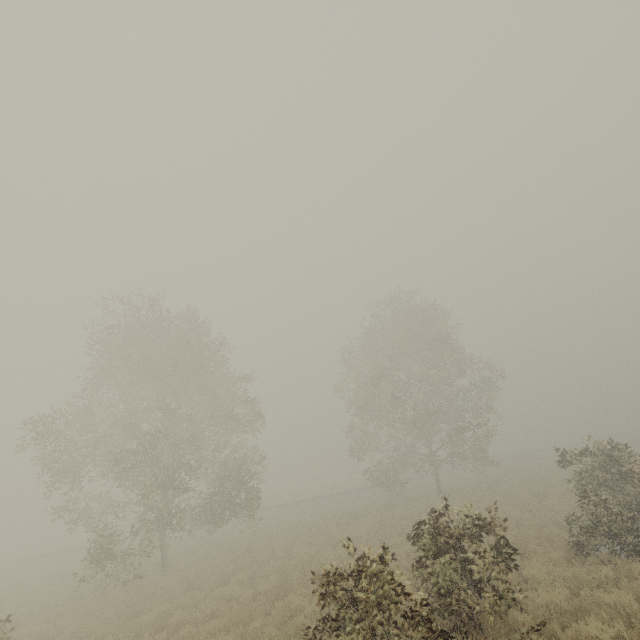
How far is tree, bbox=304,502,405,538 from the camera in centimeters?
2134cm

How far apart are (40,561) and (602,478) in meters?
45.6 m

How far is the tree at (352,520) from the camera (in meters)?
21.34

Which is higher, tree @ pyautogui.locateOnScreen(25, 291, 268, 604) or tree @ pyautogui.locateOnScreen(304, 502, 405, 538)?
tree @ pyautogui.locateOnScreen(25, 291, 268, 604)

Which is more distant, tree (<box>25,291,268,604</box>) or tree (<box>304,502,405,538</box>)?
tree (<box>304,502,405,538</box>)

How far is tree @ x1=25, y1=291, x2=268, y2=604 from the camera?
17.4m

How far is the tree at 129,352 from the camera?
17.4 meters
